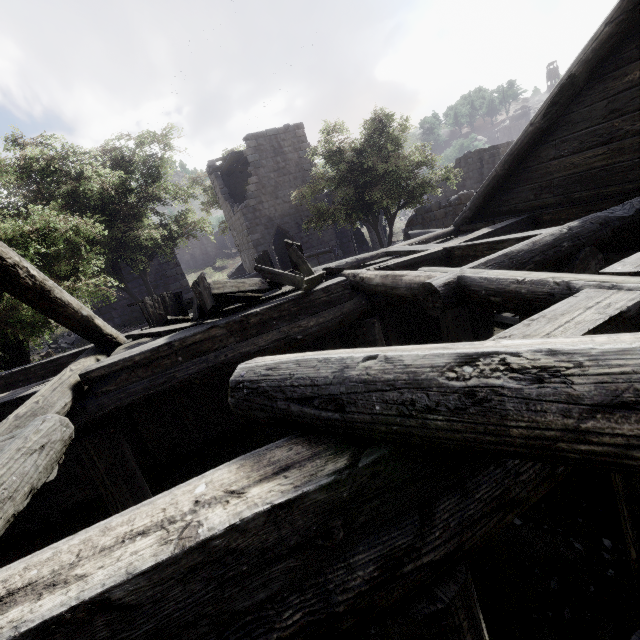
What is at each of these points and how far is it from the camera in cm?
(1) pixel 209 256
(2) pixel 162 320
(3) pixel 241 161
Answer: (1) building, 5306
(2) broken furniture, 604
(3) wooden plank rubble, 2202

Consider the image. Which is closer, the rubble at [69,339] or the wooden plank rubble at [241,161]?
the rubble at [69,339]

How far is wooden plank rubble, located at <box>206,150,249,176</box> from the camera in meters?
20.4

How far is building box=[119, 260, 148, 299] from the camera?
18.3 meters

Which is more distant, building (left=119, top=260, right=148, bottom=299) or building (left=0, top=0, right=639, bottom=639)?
building (left=119, top=260, right=148, bottom=299)

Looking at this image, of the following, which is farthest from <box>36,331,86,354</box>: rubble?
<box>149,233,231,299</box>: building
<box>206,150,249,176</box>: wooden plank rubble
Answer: <box>206,150,249,176</box>: wooden plank rubble

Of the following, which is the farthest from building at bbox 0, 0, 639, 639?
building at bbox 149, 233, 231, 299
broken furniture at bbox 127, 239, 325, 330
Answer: building at bbox 149, 233, 231, 299

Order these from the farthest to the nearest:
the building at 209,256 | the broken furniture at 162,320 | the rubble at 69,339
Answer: the building at 209,256 → the rubble at 69,339 → the broken furniture at 162,320
